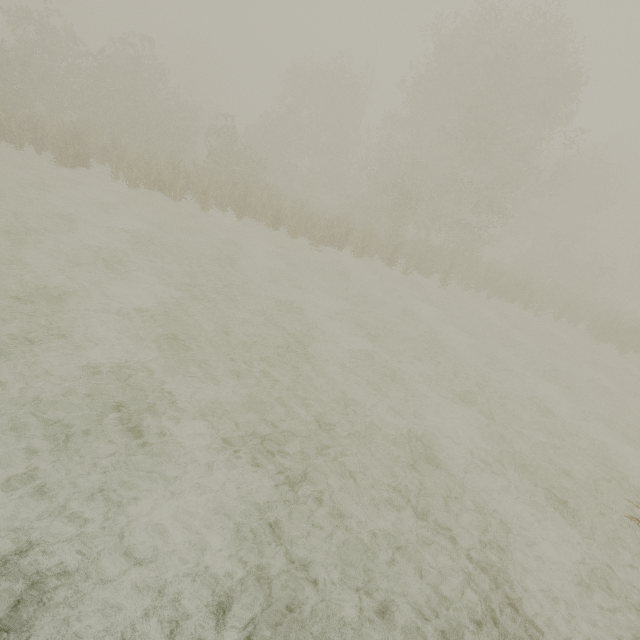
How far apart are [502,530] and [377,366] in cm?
418
